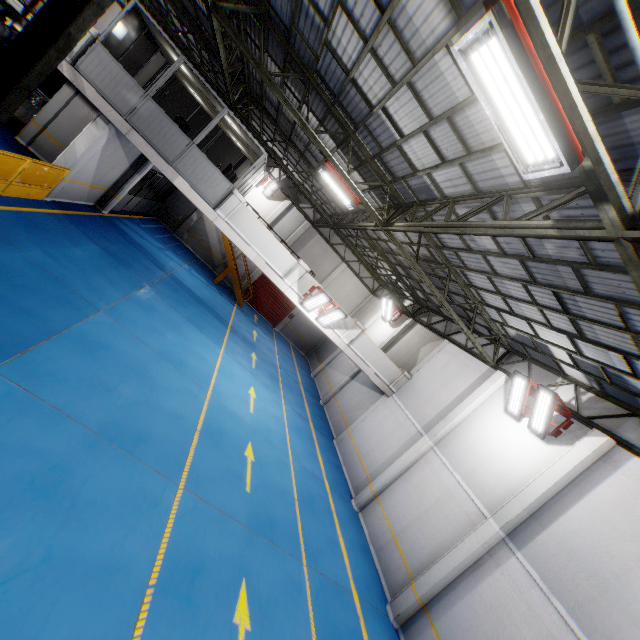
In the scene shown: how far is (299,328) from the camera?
27.41m

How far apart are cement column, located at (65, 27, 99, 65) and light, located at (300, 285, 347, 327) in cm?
1106

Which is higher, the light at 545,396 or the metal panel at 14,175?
the light at 545,396

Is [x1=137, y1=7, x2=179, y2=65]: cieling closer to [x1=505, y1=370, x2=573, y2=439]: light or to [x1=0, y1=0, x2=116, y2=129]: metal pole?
[x1=0, y1=0, x2=116, y2=129]: metal pole

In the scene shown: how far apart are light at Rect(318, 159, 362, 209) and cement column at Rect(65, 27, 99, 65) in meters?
8.6

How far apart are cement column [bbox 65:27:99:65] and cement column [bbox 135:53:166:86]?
11.8m

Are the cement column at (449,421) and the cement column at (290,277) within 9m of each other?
yes

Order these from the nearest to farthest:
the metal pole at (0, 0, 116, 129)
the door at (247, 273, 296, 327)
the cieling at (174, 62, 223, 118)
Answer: the metal pole at (0, 0, 116, 129), the cieling at (174, 62, 223, 118), the door at (247, 273, 296, 327)
